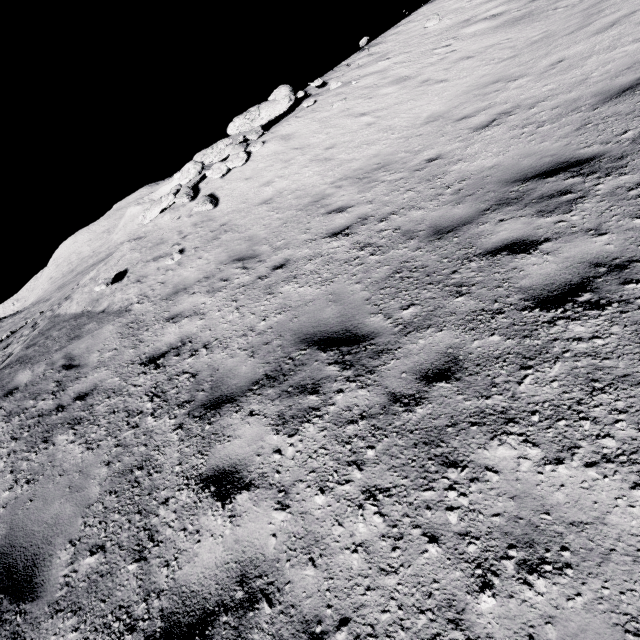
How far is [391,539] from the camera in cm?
215

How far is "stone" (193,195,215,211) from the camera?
10.5m

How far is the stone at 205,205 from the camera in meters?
10.5 m
